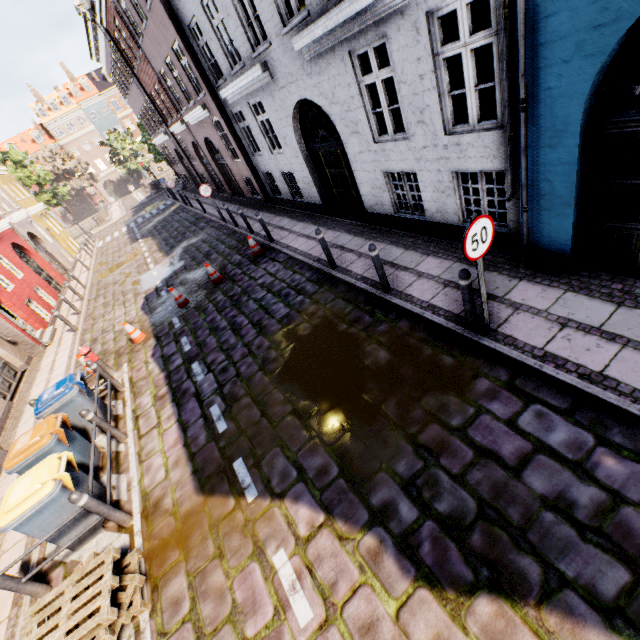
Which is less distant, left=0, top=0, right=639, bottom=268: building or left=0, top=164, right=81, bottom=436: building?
left=0, top=0, right=639, bottom=268: building

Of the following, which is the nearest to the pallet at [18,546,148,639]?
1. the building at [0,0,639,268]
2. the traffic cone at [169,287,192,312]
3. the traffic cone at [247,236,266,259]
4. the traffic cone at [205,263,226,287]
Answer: the building at [0,0,639,268]

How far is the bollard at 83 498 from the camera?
4.5m

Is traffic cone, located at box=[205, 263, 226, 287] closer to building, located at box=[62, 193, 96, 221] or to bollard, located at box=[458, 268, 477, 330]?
building, located at box=[62, 193, 96, 221]

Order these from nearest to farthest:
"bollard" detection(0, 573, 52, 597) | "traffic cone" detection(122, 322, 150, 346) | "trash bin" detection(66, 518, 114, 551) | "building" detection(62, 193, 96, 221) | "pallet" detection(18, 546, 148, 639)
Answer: "pallet" detection(18, 546, 148, 639), "bollard" detection(0, 573, 52, 597), "trash bin" detection(66, 518, 114, 551), "traffic cone" detection(122, 322, 150, 346), "building" detection(62, 193, 96, 221)

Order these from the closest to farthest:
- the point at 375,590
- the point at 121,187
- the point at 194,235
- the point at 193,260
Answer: the point at 375,590, the point at 193,260, the point at 194,235, the point at 121,187

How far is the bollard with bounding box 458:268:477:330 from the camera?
4.4m

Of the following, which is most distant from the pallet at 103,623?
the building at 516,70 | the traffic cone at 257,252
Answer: the traffic cone at 257,252
